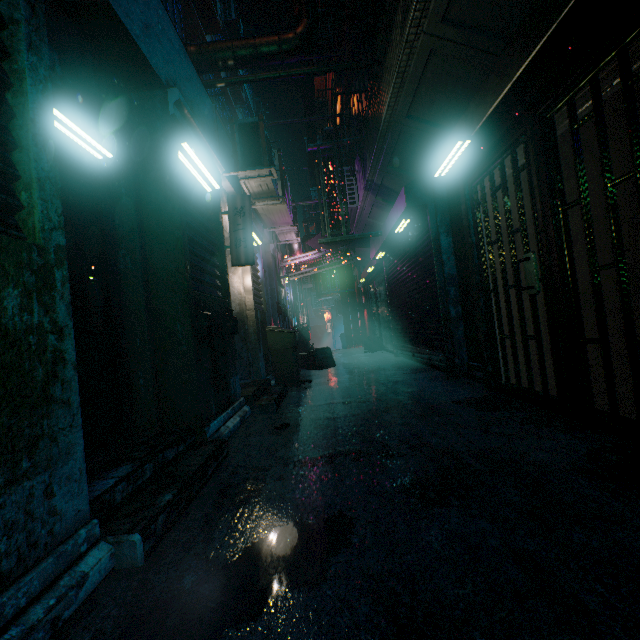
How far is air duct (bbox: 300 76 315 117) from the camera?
7.42m

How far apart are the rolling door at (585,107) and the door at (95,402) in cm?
315

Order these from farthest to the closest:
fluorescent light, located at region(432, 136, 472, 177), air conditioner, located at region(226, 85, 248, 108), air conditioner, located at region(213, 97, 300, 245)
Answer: air conditioner, located at region(226, 85, 248, 108) → air conditioner, located at region(213, 97, 300, 245) → fluorescent light, located at region(432, 136, 472, 177)

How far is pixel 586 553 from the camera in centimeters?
113cm

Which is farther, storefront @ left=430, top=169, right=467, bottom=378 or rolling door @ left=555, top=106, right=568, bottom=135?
storefront @ left=430, top=169, right=467, bottom=378

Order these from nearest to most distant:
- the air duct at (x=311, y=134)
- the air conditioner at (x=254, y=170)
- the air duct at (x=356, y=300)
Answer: the air conditioner at (x=254, y=170)
the air duct at (x=311, y=134)
the air duct at (x=356, y=300)

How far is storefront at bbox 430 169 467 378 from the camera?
4.50m

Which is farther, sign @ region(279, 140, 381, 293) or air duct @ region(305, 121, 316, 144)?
air duct @ region(305, 121, 316, 144)
